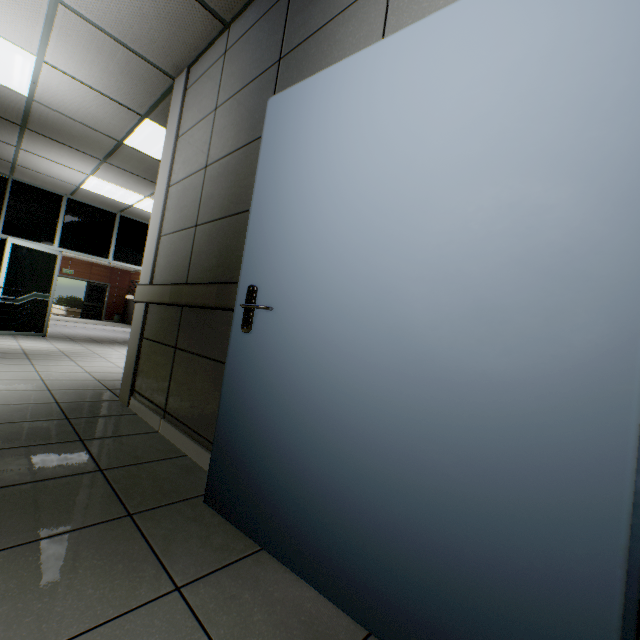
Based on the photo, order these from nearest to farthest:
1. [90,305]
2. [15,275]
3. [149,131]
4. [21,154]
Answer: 1. [149,131]
2. [21,154]
3. [15,275]
4. [90,305]
